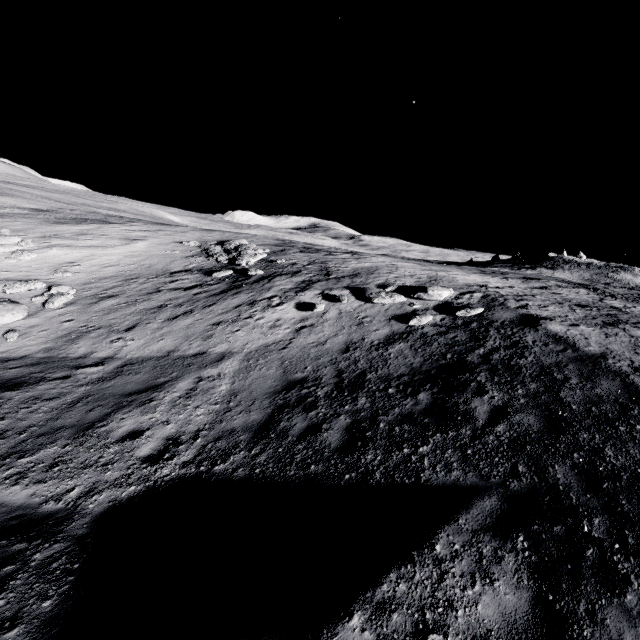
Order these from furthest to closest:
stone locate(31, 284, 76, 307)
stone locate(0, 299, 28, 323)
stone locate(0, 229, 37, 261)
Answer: stone locate(0, 229, 37, 261)
stone locate(31, 284, 76, 307)
stone locate(0, 299, 28, 323)

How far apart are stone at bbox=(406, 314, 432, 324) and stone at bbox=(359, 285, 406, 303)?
1.28m

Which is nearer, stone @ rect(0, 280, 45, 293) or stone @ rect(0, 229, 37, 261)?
stone @ rect(0, 280, 45, 293)

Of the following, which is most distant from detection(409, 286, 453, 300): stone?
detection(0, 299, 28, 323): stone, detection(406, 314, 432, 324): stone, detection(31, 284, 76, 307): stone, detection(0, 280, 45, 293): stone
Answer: detection(0, 280, 45, 293): stone

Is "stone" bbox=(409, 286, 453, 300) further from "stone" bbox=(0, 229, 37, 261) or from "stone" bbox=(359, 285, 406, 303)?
"stone" bbox=(0, 229, 37, 261)

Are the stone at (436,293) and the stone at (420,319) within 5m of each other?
yes

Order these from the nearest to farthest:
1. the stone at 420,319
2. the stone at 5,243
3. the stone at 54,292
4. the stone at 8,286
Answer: the stone at 420,319, the stone at 54,292, the stone at 8,286, the stone at 5,243

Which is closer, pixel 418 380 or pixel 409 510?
pixel 409 510
